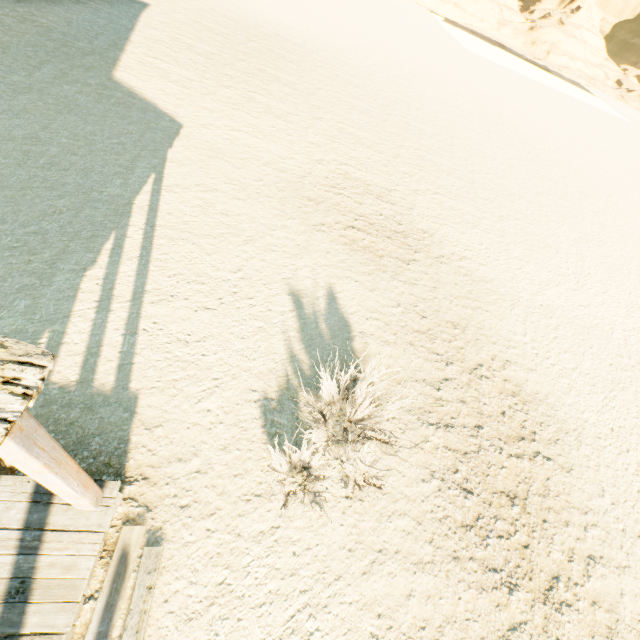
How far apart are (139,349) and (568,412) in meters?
8.7 m
